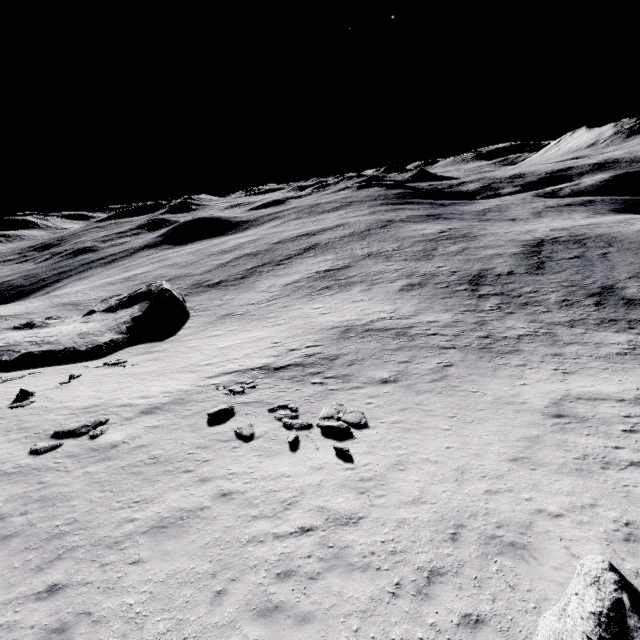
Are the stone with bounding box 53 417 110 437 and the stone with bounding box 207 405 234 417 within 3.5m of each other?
no

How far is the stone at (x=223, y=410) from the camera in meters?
15.2

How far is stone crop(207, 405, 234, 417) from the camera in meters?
15.2 m

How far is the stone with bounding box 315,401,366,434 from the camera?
13.5 meters

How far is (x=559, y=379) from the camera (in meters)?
17.92

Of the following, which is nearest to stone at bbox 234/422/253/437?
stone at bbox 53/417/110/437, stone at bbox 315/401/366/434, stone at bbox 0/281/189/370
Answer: stone at bbox 315/401/366/434

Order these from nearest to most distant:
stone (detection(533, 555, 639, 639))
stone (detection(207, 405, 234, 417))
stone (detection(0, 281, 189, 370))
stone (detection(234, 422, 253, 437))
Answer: stone (detection(533, 555, 639, 639)), stone (detection(234, 422, 253, 437)), stone (detection(207, 405, 234, 417)), stone (detection(0, 281, 189, 370))

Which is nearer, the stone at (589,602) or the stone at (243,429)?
the stone at (589,602)
